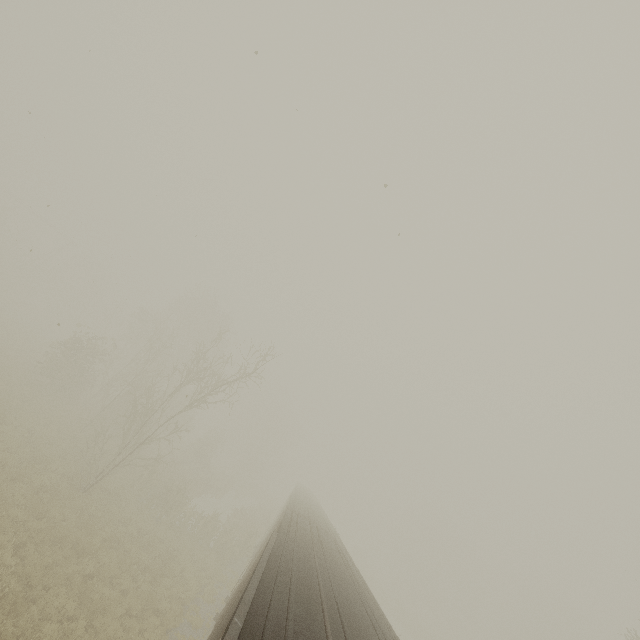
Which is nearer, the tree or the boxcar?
the boxcar

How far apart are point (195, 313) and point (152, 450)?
20.6 meters

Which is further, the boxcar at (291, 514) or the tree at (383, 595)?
the tree at (383, 595)
